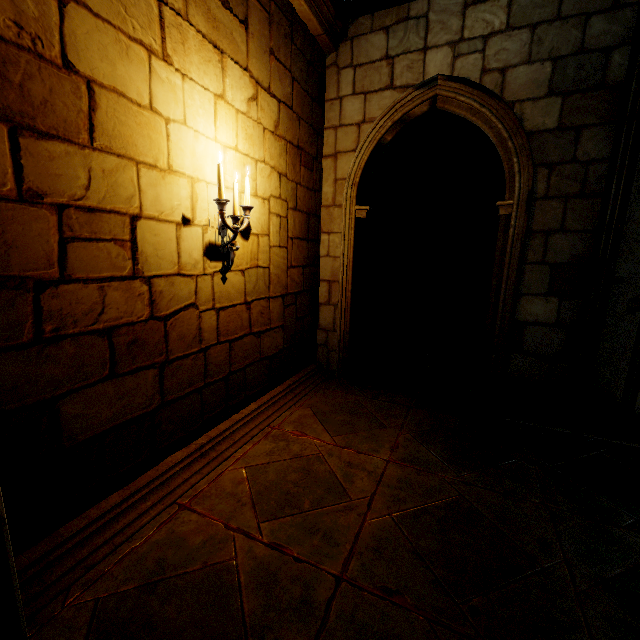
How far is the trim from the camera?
1.7 meters

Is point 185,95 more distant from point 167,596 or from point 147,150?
point 167,596

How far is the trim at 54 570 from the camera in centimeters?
173cm
